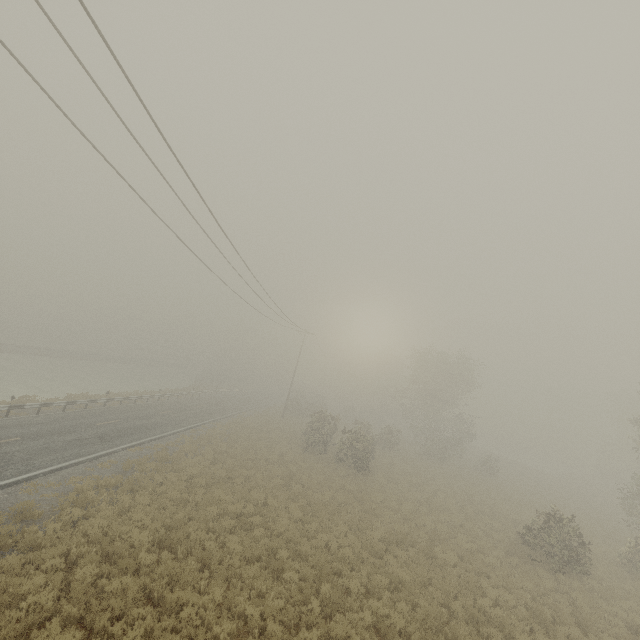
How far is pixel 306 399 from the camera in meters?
55.6 m
